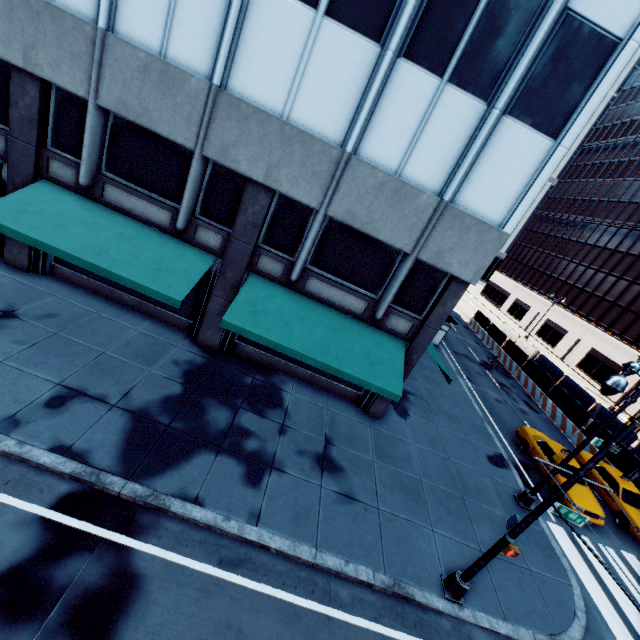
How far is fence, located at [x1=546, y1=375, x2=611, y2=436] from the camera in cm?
2192

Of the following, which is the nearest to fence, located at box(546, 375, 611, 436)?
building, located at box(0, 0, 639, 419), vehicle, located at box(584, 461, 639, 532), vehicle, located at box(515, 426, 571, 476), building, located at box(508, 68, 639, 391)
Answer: vehicle, located at box(584, 461, 639, 532)

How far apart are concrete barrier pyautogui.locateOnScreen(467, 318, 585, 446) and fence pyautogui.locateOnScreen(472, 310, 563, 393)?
0.0m

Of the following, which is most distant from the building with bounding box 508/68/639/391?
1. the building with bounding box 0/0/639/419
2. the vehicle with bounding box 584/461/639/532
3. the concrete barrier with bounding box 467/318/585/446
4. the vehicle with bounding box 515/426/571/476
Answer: the building with bounding box 0/0/639/419

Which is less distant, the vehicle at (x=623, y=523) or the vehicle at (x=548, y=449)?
the vehicle at (x=623, y=523)

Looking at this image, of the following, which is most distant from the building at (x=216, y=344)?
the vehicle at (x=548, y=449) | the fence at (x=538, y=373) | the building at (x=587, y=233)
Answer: the building at (x=587, y=233)

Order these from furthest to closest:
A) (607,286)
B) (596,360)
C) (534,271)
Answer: (534,271)
(607,286)
(596,360)

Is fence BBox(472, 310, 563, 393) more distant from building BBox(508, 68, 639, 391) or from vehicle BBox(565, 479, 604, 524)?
building BBox(508, 68, 639, 391)
